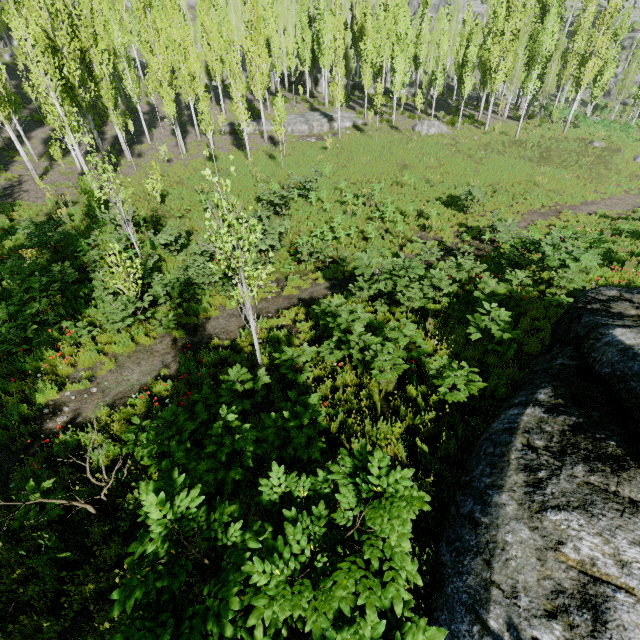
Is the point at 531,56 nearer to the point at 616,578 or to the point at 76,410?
the point at 616,578

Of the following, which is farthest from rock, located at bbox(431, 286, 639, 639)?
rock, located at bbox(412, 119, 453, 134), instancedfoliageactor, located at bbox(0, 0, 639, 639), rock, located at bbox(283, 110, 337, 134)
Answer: rock, located at bbox(283, 110, 337, 134)

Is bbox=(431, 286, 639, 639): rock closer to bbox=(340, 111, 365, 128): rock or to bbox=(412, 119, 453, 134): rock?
bbox=(412, 119, 453, 134): rock

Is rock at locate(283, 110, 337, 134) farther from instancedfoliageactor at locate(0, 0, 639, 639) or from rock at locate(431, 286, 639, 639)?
rock at locate(431, 286, 639, 639)

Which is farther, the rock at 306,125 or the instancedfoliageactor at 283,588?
the rock at 306,125

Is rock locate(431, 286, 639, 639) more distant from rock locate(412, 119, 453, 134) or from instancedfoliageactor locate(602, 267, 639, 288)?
rock locate(412, 119, 453, 134)

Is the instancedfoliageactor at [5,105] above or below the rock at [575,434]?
above
